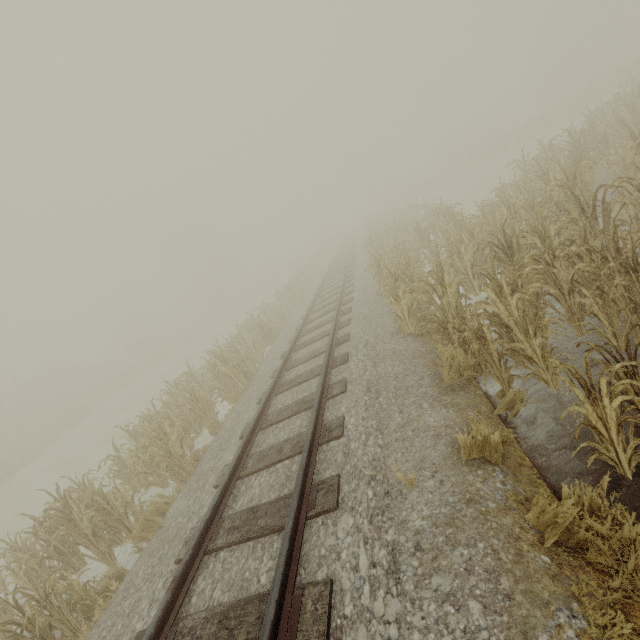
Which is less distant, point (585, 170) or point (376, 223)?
point (585, 170)
